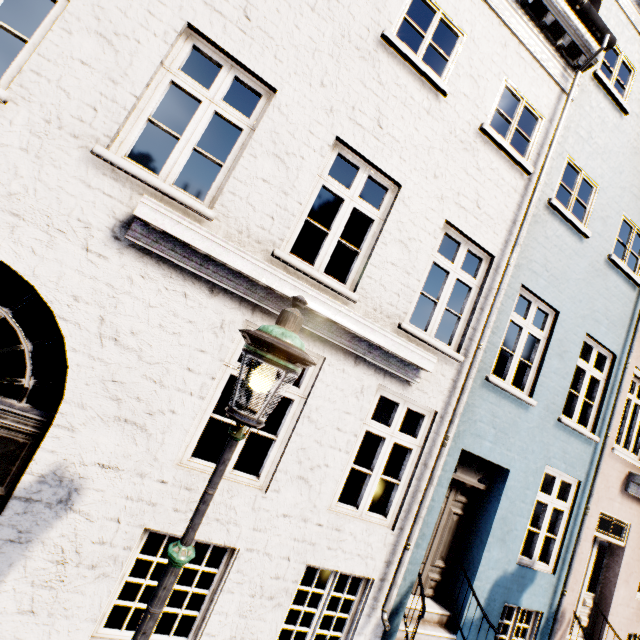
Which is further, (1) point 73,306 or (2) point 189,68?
(2) point 189,68

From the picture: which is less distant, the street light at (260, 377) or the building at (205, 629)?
the street light at (260, 377)

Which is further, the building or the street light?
the building
